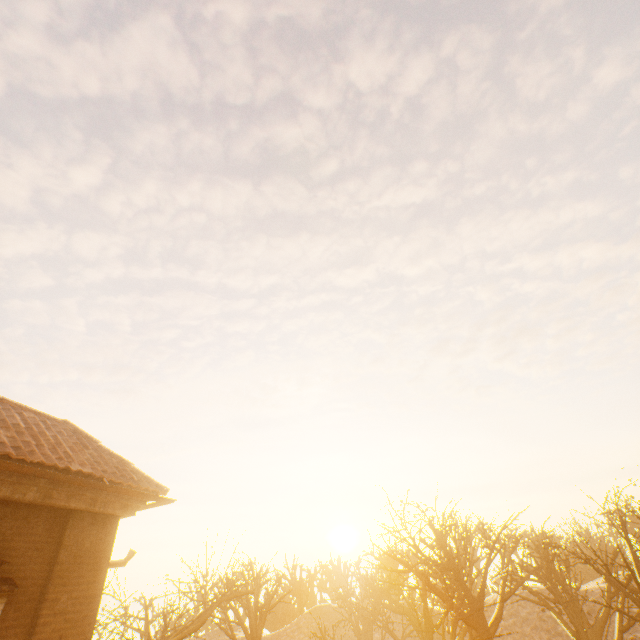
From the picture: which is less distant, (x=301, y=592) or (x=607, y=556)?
(x=607, y=556)
